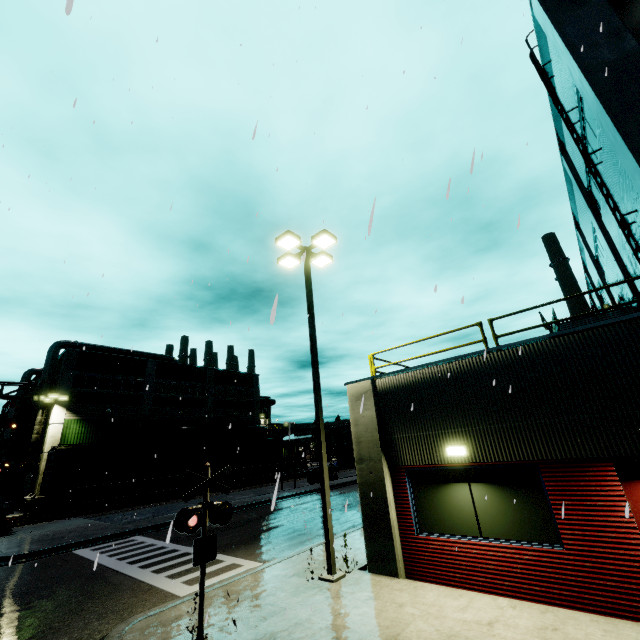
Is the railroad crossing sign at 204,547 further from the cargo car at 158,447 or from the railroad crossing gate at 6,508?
the railroad crossing gate at 6,508

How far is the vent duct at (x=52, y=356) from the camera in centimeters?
3195cm

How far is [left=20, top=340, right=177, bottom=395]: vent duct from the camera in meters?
32.0 m

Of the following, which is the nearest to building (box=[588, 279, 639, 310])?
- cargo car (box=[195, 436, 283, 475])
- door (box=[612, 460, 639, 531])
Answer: door (box=[612, 460, 639, 531])

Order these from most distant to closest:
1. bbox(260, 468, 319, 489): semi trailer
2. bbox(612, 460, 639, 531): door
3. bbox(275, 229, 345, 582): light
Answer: bbox(260, 468, 319, 489): semi trailer
bbox(275, 229, 345, 582): light
bbox(612, 460, 639, 531): door

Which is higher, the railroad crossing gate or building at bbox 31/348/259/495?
building at bbox 31/348/259/495

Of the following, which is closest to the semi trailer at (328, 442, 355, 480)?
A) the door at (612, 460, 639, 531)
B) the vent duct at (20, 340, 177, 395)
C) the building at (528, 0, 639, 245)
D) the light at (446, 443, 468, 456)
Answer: the building at (528, 0, 639, 245)

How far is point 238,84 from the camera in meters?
10.3 m
